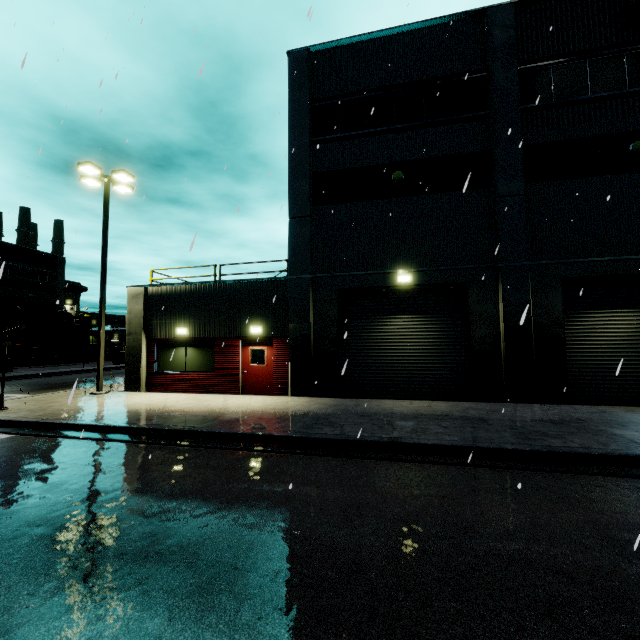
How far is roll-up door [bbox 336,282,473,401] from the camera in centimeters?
1220cm

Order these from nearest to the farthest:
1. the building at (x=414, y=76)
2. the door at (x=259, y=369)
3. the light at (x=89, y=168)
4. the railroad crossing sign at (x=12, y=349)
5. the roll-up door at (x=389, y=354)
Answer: the railroad crossing sign at (x=12, y=349)
the building at (x=414, y=76)
the roll-up door at (x=389, y=354)
the door at (x=259, y=369)
the light at (x=89, y=168)

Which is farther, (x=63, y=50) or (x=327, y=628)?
(x=63, y=50)

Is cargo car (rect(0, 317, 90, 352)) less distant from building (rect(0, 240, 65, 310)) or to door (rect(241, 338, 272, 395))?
building (rect(0, 240, 65, 310))

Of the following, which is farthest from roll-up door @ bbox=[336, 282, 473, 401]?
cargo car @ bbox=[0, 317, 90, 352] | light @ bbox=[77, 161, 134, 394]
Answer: cargo car @ bbox=[0, 317, 90, 352]

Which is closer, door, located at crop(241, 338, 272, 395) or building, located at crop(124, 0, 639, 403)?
building, located at crop(124, 0, 639, 403)

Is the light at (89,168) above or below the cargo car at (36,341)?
above

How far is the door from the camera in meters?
13.6
